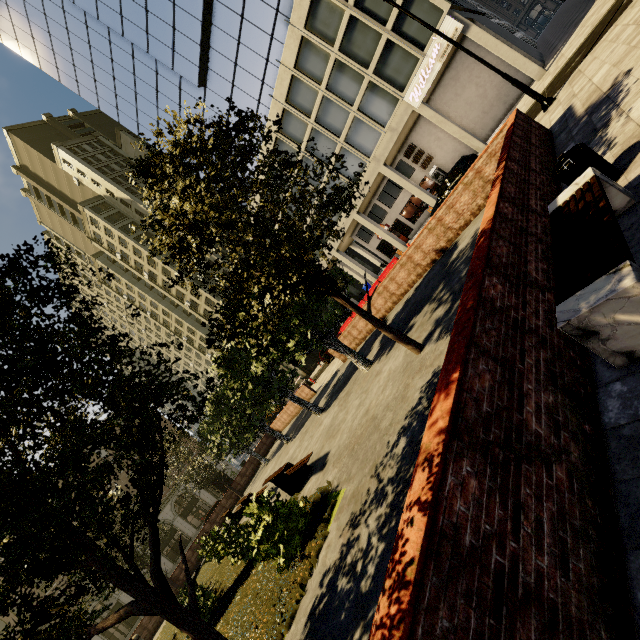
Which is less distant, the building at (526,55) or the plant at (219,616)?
the plant at (219,616)

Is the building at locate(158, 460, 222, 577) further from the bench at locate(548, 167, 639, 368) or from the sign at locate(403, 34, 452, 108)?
the bench at locate(548, 167, 639, 368)

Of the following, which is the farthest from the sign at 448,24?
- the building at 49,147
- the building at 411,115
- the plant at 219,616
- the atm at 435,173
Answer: the building at 49,147

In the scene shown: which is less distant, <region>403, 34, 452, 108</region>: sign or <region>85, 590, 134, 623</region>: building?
<region>403, 34, 452, 108</region>: sign

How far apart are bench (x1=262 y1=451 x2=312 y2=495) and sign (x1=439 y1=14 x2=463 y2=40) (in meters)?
24.47

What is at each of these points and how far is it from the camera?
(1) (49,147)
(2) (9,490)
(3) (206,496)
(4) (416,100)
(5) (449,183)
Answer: (1) building, 56.94m
(2) tree, 3.80m
(3) building, 43.56m
(4) sign, 22.73m
(5) car, 18.48m

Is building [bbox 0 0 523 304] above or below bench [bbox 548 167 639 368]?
above

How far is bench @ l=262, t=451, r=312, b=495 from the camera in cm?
930
